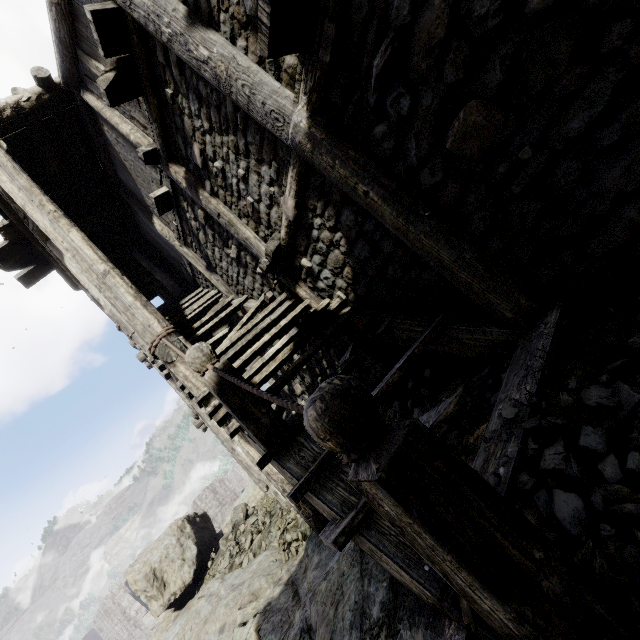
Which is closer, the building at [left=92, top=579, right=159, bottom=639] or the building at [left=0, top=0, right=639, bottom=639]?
the building at [left=0, top=0, right=639, bottom=639]

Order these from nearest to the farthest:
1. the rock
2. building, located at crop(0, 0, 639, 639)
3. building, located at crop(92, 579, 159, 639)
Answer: building, located at crop(0, 0, 639, 639)
the rock
building, located at crop(92, 579, 159, 639)

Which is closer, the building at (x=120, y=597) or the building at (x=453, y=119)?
the building at (x=453, y=119)

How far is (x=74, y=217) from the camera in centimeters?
809cm

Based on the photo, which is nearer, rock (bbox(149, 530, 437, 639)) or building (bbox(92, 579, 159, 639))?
rock (bbox(149, 530, 437, 639))

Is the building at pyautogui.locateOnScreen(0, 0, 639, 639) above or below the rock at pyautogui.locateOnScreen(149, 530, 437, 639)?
above

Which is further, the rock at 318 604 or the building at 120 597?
the building at 120 597
